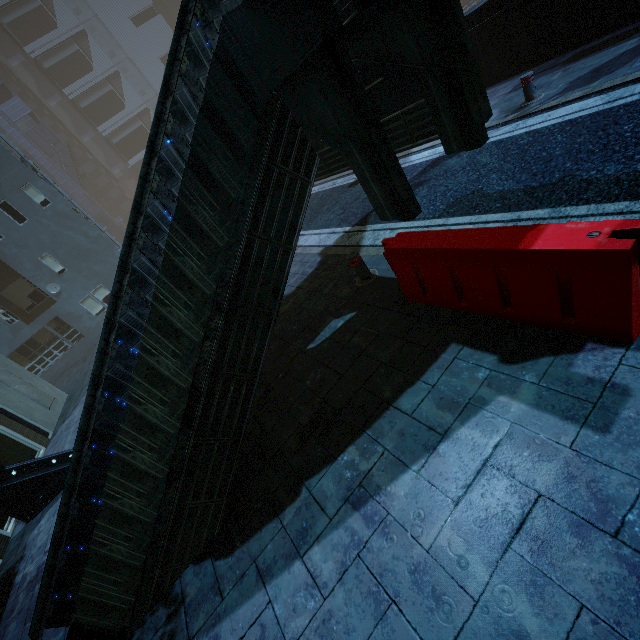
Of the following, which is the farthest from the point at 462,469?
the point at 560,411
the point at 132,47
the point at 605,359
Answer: the point at 132,47

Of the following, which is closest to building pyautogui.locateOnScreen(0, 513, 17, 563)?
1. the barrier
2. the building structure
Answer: the building structure

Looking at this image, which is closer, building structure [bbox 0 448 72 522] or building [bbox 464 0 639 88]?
building structure [bbox 0 448 72 522]

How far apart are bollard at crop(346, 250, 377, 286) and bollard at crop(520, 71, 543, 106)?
5.6m

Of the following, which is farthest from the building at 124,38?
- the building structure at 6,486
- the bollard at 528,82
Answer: the bollard at 528,82

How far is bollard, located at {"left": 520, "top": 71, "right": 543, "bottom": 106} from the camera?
7.0 meters

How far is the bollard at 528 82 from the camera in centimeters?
702cm

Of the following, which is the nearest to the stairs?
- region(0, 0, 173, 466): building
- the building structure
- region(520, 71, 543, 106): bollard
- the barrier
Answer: the building structure
